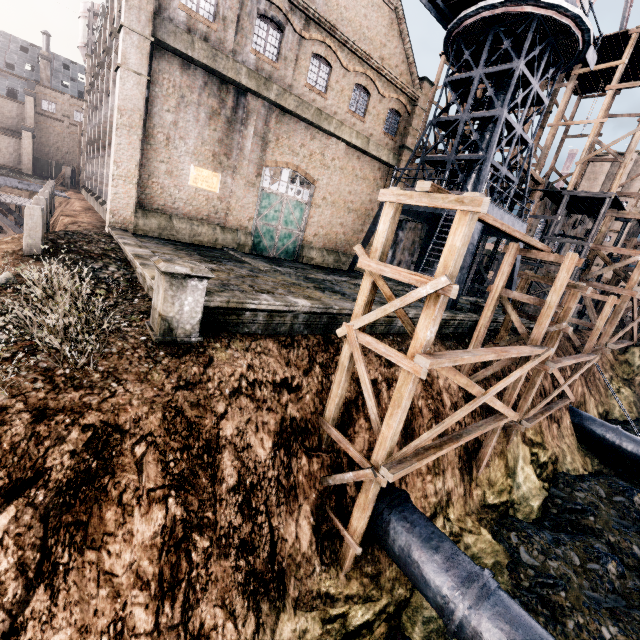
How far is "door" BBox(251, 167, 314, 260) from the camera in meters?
21.5

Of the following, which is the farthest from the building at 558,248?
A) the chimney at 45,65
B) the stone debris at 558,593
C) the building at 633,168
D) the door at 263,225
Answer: the building at 633,168

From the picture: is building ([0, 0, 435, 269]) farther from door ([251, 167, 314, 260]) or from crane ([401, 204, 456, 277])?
crane ([401, 204, 456, 277])

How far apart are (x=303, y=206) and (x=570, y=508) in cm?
2366

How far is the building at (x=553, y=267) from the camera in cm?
2794

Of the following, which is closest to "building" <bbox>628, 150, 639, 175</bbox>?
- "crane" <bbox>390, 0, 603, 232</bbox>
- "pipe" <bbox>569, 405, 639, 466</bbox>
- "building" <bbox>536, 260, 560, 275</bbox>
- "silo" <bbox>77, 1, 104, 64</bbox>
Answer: "building" <bbox>536, 260, 560, 275</bbox>

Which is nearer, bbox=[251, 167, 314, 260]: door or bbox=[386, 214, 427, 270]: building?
bbox=[251, 167, 314, 260]: door

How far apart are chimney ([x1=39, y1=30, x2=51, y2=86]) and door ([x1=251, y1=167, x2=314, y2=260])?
63.7 meters
